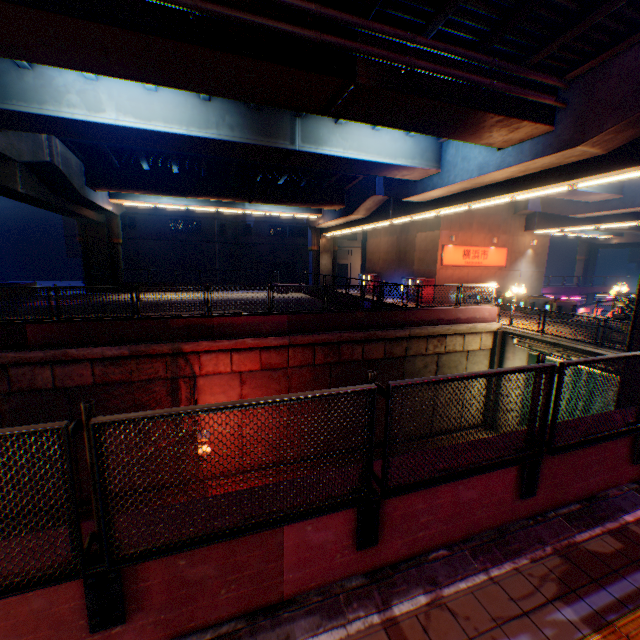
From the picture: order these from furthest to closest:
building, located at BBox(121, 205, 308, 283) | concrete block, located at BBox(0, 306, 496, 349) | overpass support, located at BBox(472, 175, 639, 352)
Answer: building, located at BBox(121, 205, 308, 283)
overpass support, located at BBox(472, 175, 639, 352)
concrete block, located at BBox(0, 306, 496, 349)

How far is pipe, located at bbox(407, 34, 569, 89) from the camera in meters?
8.2 m

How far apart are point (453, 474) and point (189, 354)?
11.25m

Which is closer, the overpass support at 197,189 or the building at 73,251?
the overpass support at 197,189

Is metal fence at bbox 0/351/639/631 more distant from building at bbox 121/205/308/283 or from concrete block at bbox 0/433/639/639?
building at bbox 121/205/308/283

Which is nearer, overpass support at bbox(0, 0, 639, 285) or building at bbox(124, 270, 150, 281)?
overpass support at bbox(0, 0, 639, 285)

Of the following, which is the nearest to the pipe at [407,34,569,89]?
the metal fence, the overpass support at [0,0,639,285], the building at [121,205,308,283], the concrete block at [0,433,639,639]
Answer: the overpass support at [0,0,639,285]

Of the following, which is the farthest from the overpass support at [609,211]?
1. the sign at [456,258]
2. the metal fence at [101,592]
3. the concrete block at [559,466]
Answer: the sign at [456,258]
